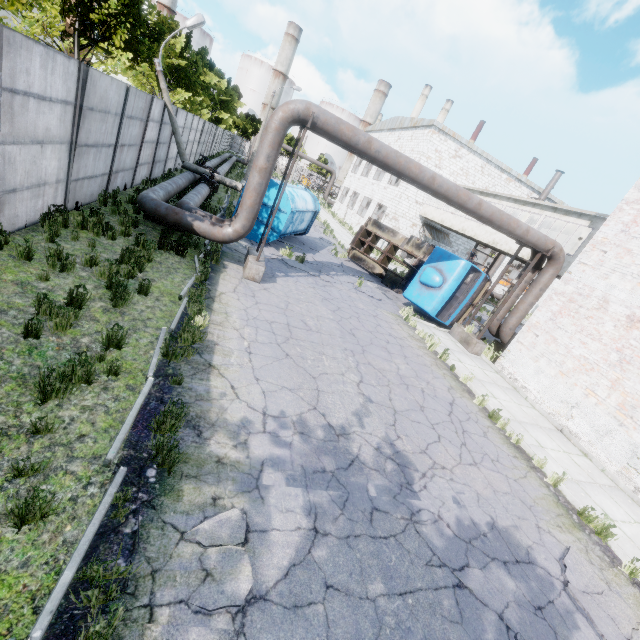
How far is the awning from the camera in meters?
29.6 m

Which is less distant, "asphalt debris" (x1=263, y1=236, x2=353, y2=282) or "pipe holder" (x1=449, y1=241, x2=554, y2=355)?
"pipe holder" (x1=449, y1=241, x2=554, y2=355)

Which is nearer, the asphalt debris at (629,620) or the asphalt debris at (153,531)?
the asphalt debris at (153,531)

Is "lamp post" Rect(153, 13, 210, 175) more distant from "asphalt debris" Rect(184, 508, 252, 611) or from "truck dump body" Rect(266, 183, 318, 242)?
"asphalt debris" Rect(184, 508, 252, 611)

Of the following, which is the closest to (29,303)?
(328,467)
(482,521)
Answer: (328,467)

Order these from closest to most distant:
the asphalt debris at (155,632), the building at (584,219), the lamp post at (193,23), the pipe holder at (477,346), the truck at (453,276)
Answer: the asphalt debris at (155,632), the pipe holder at (477,346), the lamp post at (193,23), the truck at (453,276), the building at (584,219)

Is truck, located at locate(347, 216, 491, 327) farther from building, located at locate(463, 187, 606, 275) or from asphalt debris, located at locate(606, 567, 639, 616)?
asphalt debris, located at locate(606, 567, 639, 616)

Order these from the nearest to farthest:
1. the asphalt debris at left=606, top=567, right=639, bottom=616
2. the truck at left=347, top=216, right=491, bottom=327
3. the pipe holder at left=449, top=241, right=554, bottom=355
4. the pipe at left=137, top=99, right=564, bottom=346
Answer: the asphalt debris at left=606, top=567, right=639, bottom=616
the pipe at left=137, top=99, right=564, bottom=346
the pipe holder at left=449, top=241, right=554, bottom=355
the truck at left=347, top=216, right=491, bottom=327
